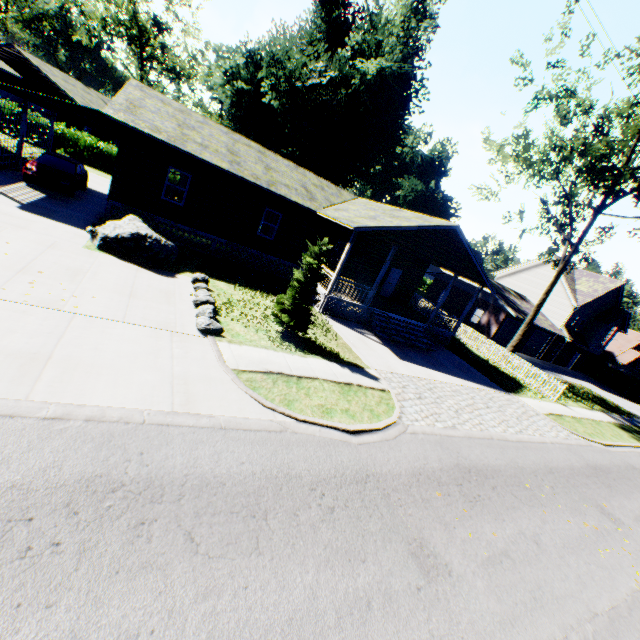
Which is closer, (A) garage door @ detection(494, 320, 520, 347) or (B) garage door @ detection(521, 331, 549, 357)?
(A) garage door @ detection(494, 320, 520, 347)

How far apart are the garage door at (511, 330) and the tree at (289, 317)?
26.61m

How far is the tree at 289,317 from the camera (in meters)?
10.77

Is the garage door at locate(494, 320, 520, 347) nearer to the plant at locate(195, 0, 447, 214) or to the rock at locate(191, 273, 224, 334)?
the plant at locate(195, 0, 447, 214)

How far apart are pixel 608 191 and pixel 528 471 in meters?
18.4

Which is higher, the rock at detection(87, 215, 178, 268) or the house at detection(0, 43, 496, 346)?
the house at detection(0, 43, 496, 346)

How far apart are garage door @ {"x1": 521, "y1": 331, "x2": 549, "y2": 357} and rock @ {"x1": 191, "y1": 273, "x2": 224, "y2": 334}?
34.80m

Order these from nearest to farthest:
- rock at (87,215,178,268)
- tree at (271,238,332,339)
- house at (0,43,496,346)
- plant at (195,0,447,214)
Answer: tree at (271,238,332,339) < rock at (87,215,178,268) < house at (0,43,496,346) < plant at (195,0,447,214)
